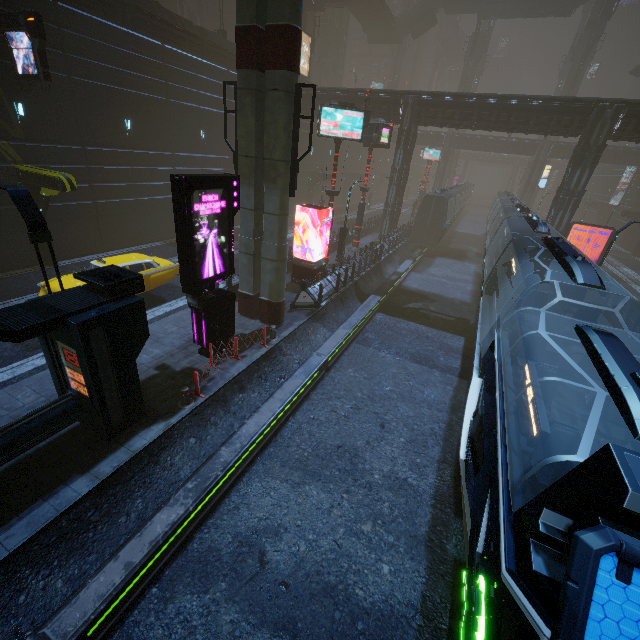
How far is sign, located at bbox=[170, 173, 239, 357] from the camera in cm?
887

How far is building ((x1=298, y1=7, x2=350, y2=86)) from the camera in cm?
5084

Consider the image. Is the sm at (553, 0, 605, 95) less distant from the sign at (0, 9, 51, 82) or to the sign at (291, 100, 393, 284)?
the sign at (291, 100, 393, 284)

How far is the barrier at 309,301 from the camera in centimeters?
1589cm

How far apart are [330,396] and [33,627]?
8.8 meters

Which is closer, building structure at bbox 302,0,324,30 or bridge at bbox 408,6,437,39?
building structure at bbox 302,0,324,30

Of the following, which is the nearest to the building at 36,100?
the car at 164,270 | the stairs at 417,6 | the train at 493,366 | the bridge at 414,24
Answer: the train at 493,366

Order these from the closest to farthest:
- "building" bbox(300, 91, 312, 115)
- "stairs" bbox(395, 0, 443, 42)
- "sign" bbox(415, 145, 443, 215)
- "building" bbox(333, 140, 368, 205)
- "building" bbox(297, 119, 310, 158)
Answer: "building" bbox(300, 91, 312, 115) < "building" bbox(297, 119, 310, 158) < "sign" bbox(415, 145, 443, 215) < "building" bbox(333, 140, 368, 205) < "stairs" bbox(395, 0, 443, 42)
